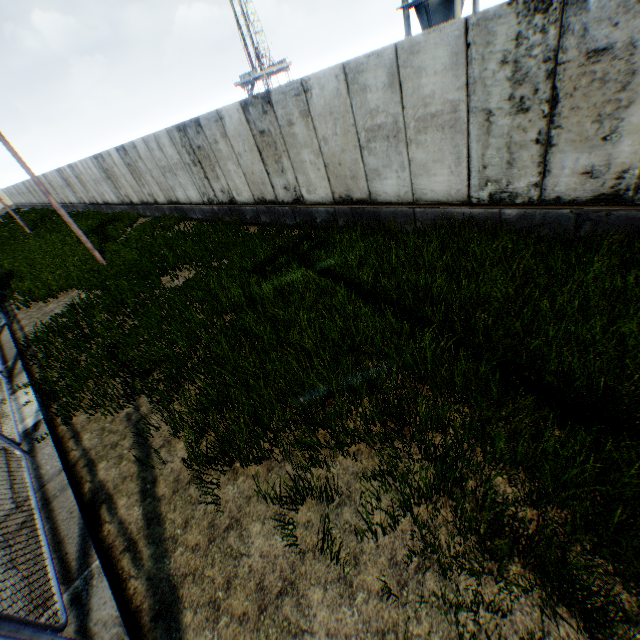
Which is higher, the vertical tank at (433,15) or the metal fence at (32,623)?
the vertical tank at (433,15)

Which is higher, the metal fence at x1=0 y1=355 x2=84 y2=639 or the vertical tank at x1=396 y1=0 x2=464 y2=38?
the vertical tank at x1=396 y1=0 x2=464 y2=38

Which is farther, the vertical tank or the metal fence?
the vertical tank

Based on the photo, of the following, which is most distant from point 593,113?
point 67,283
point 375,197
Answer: point 67,283

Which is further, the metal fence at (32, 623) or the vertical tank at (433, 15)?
the vertical tank at (433, 15)
